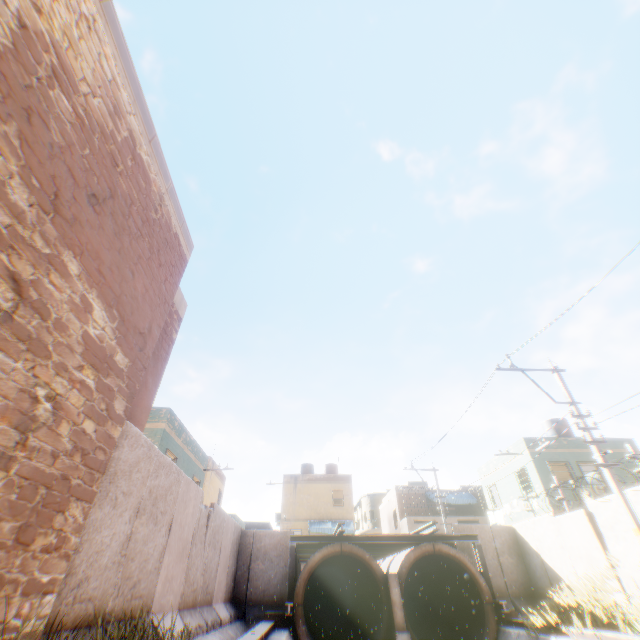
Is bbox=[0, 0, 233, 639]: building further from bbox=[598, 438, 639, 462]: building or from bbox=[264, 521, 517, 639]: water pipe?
bbox=[264, 521, 517, 639]: water pipe

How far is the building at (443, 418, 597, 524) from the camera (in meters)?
18.64

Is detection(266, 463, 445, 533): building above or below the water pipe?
above

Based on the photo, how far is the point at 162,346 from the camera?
8.9m

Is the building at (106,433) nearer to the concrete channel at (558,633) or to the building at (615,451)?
the concrete channel at (558,633)

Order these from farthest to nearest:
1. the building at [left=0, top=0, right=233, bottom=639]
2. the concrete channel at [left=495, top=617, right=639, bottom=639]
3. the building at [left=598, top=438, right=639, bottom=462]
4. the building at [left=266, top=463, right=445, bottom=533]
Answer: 1. the building at [left=266, top=463, right=445, bottom=533]
2. the building at [left=598, top=438, right=639, bottom=462]
3. the concrete channel at [left=495, top=617, right=639, bottom=639]
4. the building at [left=0, top=0, right=233, bottom=639]

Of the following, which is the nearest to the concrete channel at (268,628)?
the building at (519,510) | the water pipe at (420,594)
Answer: the water pipe at (420,594)
